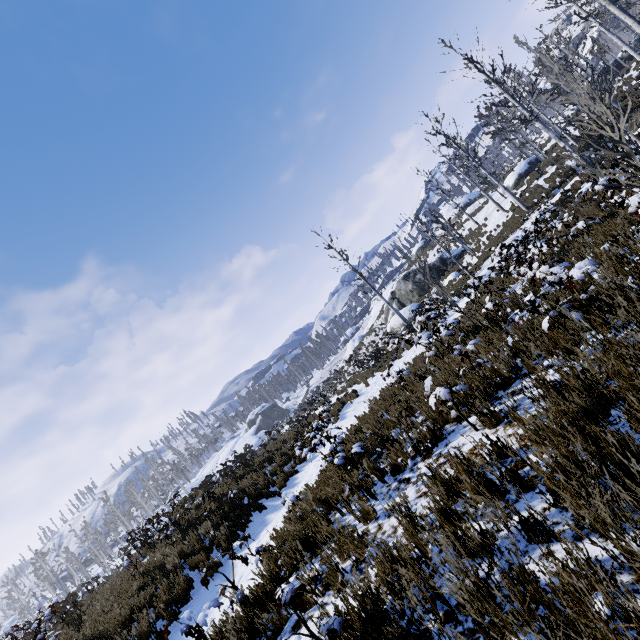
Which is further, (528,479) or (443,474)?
(443,474)

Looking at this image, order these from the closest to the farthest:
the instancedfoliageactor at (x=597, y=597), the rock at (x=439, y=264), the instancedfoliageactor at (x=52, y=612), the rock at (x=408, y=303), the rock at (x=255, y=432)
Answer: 1. the instancedfoliageactor at (x=597, y=597)
2. the instancedfoliageactor at (x=52, y=612)
3. the rock at (x=408, y=303)
4. the rock at (x=439, y=264)
5. the rock at (x=255, y=432)

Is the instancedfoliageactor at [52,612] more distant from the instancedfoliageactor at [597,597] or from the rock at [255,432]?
the instancedfoliageactor at [597,597]

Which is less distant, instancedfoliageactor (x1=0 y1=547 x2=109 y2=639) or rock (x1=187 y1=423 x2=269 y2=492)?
instancedfoliageactor (x1=0 y1=547 x2=109 y2=639)

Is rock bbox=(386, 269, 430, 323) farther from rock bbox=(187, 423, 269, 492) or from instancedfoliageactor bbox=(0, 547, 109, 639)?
instancedfoliageactor bbox=(0, 547, 109, 639)

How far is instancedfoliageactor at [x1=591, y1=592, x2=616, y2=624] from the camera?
1.4 meters

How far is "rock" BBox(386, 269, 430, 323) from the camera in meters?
26.5

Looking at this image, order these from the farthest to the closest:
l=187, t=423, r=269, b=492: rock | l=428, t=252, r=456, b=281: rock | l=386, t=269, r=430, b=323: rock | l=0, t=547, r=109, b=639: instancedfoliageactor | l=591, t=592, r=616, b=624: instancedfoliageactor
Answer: l=187, t=423, r=269, b=492: rock, l=428, t=252, r=456, b=281: rock, l=386, t=269, r=430, b=323: rock, l=0, t=547, r=109, b=639: instancedfoliageactor, l=591, t=592, r=616, b=624: instancedfoliageactor
